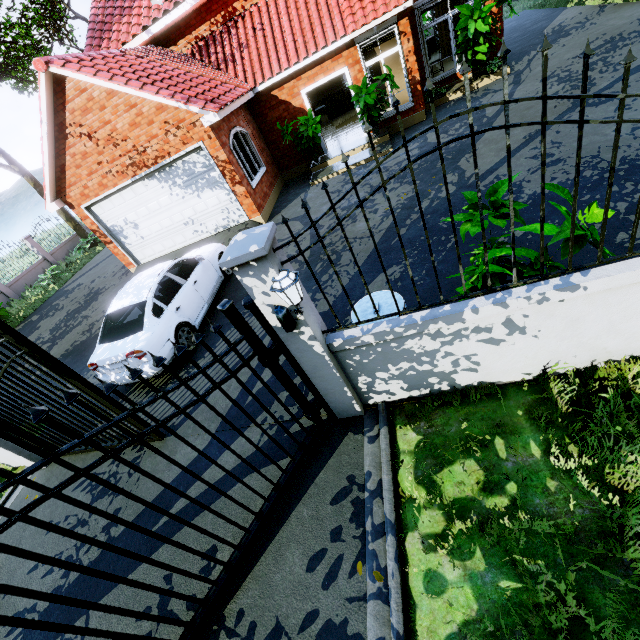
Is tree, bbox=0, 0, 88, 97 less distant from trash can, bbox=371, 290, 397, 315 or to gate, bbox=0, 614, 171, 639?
gate, bbox=0, 614, 171, 639

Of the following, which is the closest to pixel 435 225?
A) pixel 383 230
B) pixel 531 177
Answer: pixel 383 230

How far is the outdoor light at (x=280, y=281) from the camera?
2.63m

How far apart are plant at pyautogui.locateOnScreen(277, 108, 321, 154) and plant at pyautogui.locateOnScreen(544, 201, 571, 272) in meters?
9.5 m

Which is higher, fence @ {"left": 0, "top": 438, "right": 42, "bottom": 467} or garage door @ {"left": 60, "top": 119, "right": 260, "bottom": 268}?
garage door @ {"left": 60, "top": 119, "right": 260, "bottom": 268}

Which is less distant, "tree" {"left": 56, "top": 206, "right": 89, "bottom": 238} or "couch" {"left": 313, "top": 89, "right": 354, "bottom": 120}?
"couch" {"left": 313, "top": 89, "right": 354, "bottom": 120}

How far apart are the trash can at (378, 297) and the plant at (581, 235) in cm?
127

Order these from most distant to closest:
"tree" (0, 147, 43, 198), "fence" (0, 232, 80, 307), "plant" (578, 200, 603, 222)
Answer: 1. "tree" (0, 147, 43, 198)
2. "fence" (0, 232, 80, 307)
3. "plant" (578, 200, 603, 222)
